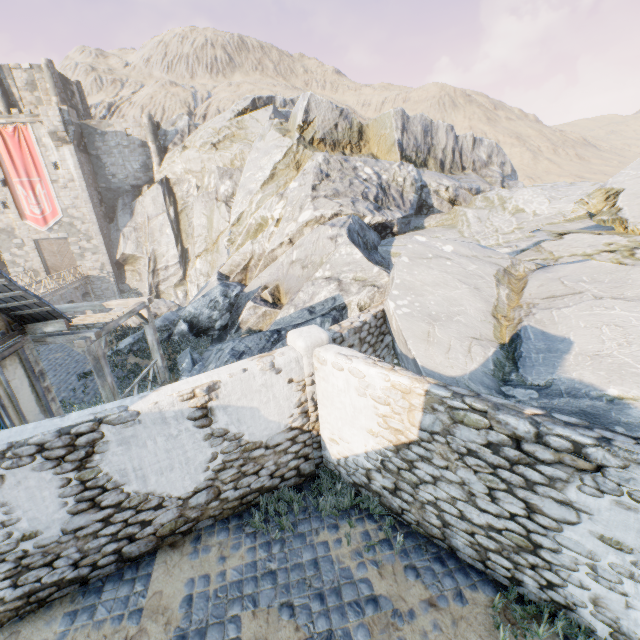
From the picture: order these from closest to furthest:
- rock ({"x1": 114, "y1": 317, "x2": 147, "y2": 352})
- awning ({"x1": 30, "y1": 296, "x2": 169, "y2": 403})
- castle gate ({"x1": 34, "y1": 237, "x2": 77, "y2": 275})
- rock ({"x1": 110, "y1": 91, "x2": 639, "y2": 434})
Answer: rock ({"x1": 110, "y1": 91, "x2": 639, "y2": 434}) < awning ({"x1": 30, "y1": 296, "x2": 169, "y2": 403}) < rock ({"x1": 114, "y1": 317, "x2": 147, "y2": 352}) < castle gate ({"x1": 34, "y1": 237, "x2": 77, "y2": 275})

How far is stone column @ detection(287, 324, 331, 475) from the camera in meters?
6.0 m

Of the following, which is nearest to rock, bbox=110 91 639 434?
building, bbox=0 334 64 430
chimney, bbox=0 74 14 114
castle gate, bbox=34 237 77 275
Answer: building, bbox=0 334 64 430

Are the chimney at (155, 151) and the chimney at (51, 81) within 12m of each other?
yes

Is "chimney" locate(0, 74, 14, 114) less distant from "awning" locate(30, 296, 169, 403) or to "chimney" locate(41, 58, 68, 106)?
"chimney" locate(41, 58, 68, 106)

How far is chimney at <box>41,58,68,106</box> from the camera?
30.5 meters

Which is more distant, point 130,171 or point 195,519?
point 130,171

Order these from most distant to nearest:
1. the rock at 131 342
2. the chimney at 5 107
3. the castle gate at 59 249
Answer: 1. the castle gate at 59 249
2. the chimney at 5 107
3. the rock at 131 342
